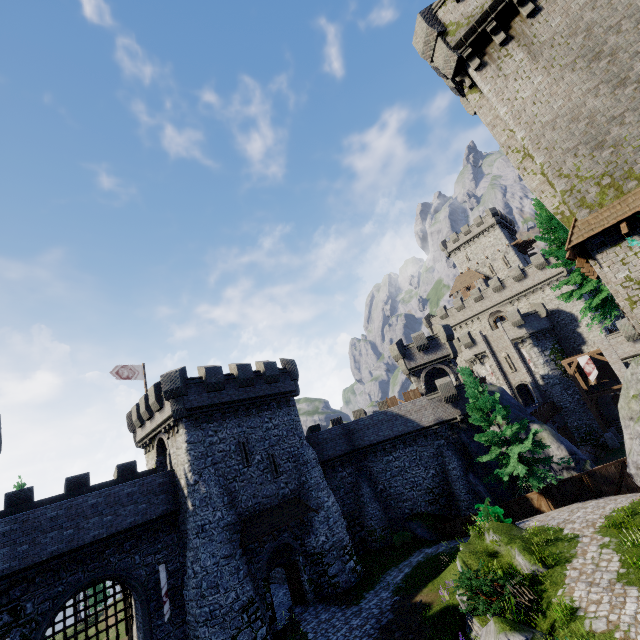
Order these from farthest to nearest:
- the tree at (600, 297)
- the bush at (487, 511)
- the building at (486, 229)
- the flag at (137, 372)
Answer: the building at (486, 229)
the flag at (137, 372)
the tree at (600, 297)
the bush at (487, 511)

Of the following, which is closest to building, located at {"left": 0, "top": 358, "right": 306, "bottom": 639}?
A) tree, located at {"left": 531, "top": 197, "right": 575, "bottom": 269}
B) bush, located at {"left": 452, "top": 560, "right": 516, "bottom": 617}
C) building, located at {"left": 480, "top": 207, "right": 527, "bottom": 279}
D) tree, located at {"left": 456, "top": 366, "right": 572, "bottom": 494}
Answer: bush, located at {"left": 452, "top": 560, "right": 516, "bottom": 617}

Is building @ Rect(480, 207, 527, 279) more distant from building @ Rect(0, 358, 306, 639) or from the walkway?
building @ Rect(0, 358, 306, 639)

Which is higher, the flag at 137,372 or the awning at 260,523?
the flag at 137,372

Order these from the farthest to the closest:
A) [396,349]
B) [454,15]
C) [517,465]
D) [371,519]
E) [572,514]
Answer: [396,349] → [371,519] → [517,465] → [572,514] → [454,15]

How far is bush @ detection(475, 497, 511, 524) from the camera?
18.41m

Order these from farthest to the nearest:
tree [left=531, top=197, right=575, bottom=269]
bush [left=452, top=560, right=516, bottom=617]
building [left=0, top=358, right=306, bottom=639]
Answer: tree [left=531, top=197, right=575, bottom=269] → building [left=0, top=358, right=306, bottom=639] → bush [left=452, top=560, right=516, bottom=617]

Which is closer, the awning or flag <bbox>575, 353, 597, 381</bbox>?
the awning
